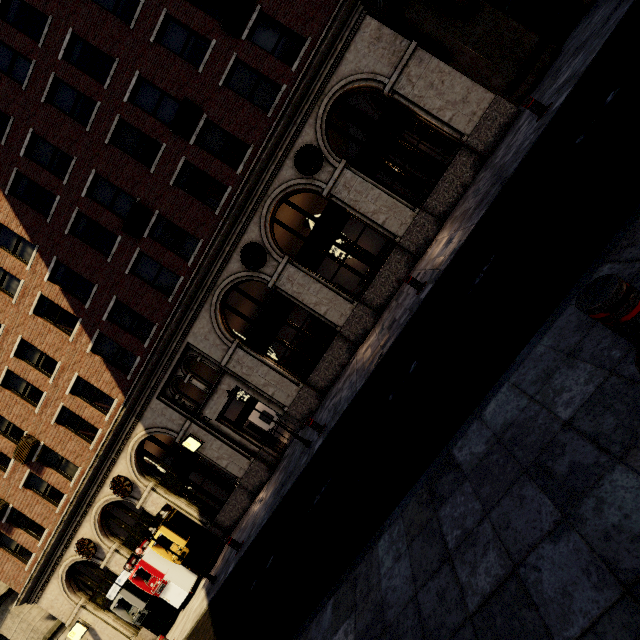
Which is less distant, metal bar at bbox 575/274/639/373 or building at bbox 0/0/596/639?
metal bar at bbox 575/274/639/373

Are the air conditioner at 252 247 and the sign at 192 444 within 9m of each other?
yes

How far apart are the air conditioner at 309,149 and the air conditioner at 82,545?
19.0 meters

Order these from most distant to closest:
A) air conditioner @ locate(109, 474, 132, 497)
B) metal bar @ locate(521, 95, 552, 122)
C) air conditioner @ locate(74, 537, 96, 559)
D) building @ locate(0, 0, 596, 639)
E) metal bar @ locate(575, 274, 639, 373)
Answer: air conditioner @ locate(74, 537, 96, 559), air conditioner @ locate(109, 474, 132, 497), building @ locate(0, 0, 596, 639), metal bar @ locate(521, 95, 552, 122), metal bar @ locate(575, 274, 639, 373)

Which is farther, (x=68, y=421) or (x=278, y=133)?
(x=68, y=421)

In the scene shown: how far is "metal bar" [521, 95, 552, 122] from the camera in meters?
7.6

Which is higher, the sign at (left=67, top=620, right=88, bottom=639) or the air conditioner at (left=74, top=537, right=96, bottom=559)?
the air conditioner at (left=74, top=537, right=96, bottom=559)

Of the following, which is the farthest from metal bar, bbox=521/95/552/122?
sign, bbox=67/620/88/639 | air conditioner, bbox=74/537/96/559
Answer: sign, bbox=67/620/88/639
